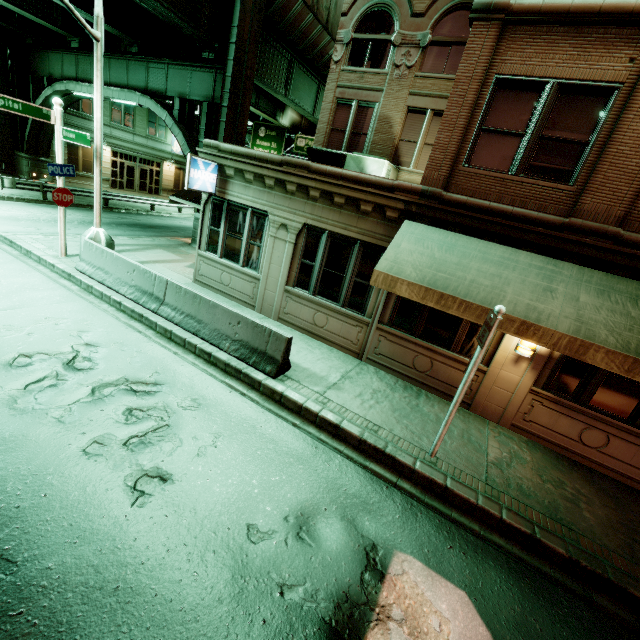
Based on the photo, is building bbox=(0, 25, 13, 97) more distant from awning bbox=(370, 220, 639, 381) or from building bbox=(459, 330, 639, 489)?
awning bbox=(370, 220, 639, 381)

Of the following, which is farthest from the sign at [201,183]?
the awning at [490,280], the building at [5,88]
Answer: the building at [5,88]

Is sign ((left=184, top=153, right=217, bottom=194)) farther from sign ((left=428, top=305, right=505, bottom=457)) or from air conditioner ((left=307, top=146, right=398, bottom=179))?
sign ((left=428, top=305, right=505, bottom=457))

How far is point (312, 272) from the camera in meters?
9.5

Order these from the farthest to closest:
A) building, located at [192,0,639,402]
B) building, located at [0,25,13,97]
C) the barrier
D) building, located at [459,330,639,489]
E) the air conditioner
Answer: building, located at [0,25,13,97] → the air conditioner → the barrier → building, located at [459,330,639,489] → building, located at [192,0,639,402]

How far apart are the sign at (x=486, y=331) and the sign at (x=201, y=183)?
8.8 meters

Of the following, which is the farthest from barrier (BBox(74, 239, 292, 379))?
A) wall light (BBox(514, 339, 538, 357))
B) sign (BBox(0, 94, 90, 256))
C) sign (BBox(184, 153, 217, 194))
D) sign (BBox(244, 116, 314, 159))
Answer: sign (BBox(244, 116, 314, 159))

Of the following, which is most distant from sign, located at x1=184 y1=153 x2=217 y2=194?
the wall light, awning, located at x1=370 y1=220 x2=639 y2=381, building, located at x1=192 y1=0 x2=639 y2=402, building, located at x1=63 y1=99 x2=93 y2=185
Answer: building, located at x1=63 y1=99 x2=93 y2=185
